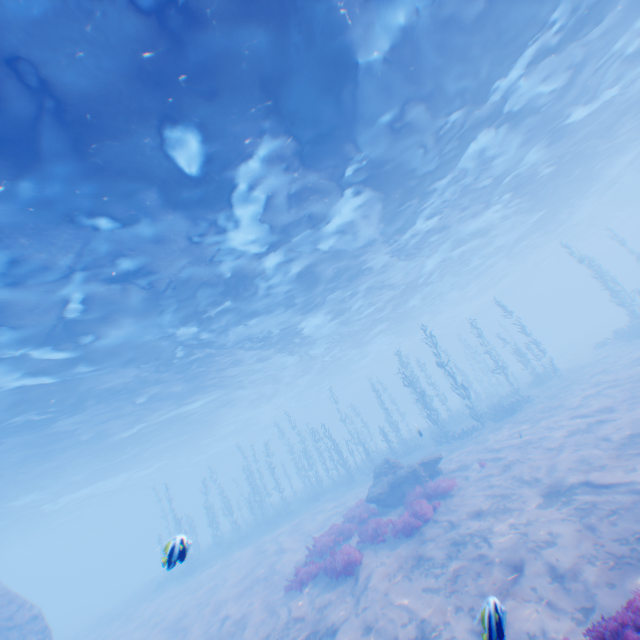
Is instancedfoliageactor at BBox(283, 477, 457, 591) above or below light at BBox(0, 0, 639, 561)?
below

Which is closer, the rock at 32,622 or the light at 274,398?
the light at 274,398

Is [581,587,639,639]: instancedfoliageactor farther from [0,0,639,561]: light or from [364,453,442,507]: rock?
[364,453,442,507]: rock

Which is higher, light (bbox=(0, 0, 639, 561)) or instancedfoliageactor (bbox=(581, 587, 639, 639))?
light (bbox=(0, 0, 639, 561))

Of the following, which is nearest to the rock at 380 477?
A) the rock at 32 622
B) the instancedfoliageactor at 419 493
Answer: the instancedfoliageactor at 419 493

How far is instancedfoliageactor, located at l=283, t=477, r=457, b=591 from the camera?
11.1m

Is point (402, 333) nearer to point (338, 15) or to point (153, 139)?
point (338, 15)

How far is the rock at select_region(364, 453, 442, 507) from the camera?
15.1m
